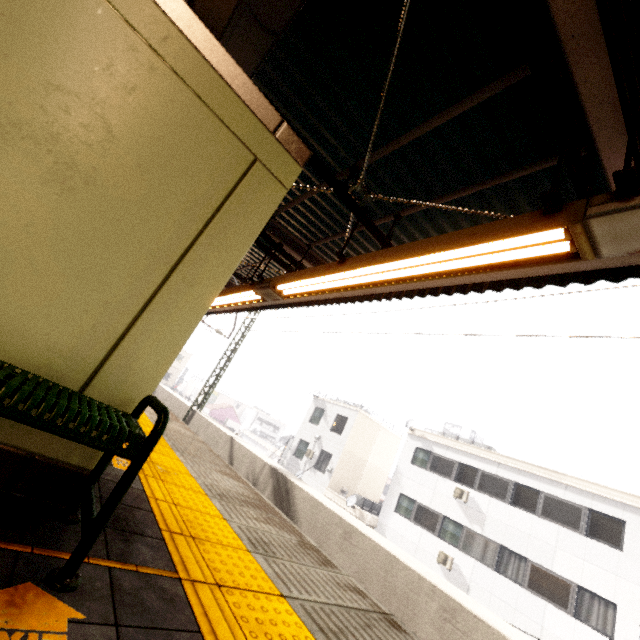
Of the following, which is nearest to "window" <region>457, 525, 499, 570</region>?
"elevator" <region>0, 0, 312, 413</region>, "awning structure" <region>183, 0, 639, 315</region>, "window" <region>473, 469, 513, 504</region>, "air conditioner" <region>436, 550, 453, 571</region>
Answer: "air conditioner" <region>436, 550, 453, 571</region>

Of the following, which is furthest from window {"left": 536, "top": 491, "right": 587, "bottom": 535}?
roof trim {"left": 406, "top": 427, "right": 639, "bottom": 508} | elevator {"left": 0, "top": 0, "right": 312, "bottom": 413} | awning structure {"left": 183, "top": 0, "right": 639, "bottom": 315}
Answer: elevator {"left": 0, "top": 0, "right": 312, "bottom": 413}

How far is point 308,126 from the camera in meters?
4.0

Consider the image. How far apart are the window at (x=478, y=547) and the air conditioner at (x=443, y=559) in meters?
0.5

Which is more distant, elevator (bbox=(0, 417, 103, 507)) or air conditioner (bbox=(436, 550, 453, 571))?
air conditioner (bbox=(436, 550, 453, 571))

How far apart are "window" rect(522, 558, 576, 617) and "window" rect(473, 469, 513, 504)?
2.1 meters

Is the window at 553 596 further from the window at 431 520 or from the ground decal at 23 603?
the ground decal at 23 603

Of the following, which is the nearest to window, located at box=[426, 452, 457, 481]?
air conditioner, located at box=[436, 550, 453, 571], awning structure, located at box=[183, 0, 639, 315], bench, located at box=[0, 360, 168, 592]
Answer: air conditioner, located at box=[436, 550, 453, 571]
